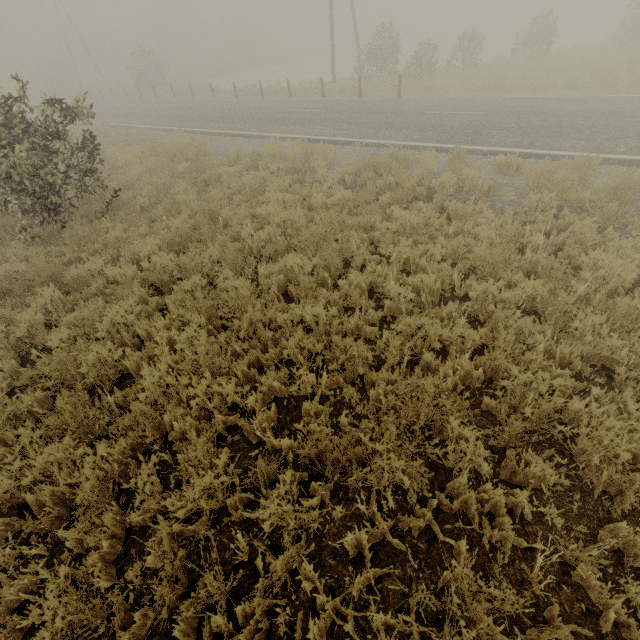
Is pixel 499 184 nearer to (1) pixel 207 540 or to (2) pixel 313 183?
(2) pixel 313 183

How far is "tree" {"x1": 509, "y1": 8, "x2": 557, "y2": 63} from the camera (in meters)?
20.16

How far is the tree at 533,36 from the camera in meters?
20.2 m

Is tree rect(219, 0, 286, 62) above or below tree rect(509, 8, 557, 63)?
above

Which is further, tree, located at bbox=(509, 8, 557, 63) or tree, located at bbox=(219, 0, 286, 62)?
tree, located at bbox=(219, 0, 286, 62)

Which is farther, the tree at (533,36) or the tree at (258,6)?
the tree at (258,6)
